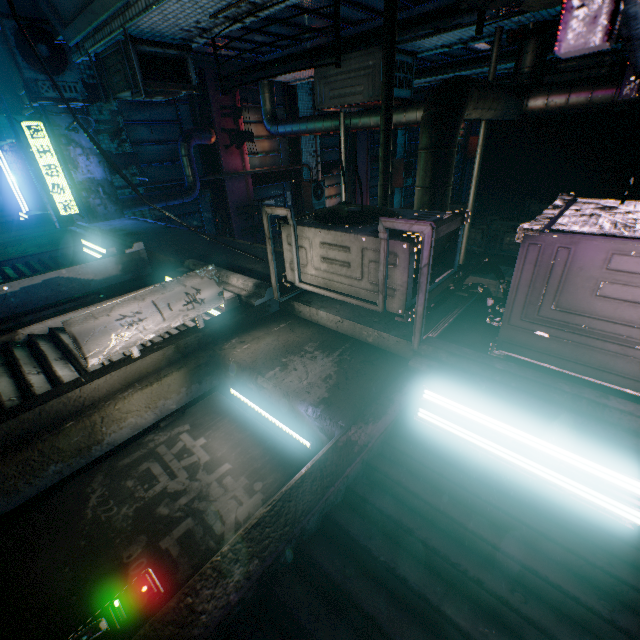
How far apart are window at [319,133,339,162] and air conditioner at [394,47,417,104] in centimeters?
638cm

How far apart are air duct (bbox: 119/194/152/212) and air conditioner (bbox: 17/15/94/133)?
1.4m

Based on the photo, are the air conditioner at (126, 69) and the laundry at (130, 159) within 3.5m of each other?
yes

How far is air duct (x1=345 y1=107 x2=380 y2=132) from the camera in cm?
505

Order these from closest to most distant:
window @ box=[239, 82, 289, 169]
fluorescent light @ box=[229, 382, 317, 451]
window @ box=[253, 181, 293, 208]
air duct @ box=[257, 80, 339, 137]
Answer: fluorescent light @ box=[229, 382, 317, 451] < air duct @ box=[257, 80, 339, 137] < window @ box=[239, 82, 289, 169] < window @ box=[253, 181, 293, 208]

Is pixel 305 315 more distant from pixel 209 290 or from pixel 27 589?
pixel 27 589

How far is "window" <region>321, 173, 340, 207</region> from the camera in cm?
1160

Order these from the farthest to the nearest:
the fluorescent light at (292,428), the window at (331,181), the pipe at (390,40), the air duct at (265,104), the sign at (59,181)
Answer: the window at (331,181)
the air duct at (265,104)
the sign at (59,181)
the pipe at (390,40)
the fluorescent light at (292,428)
